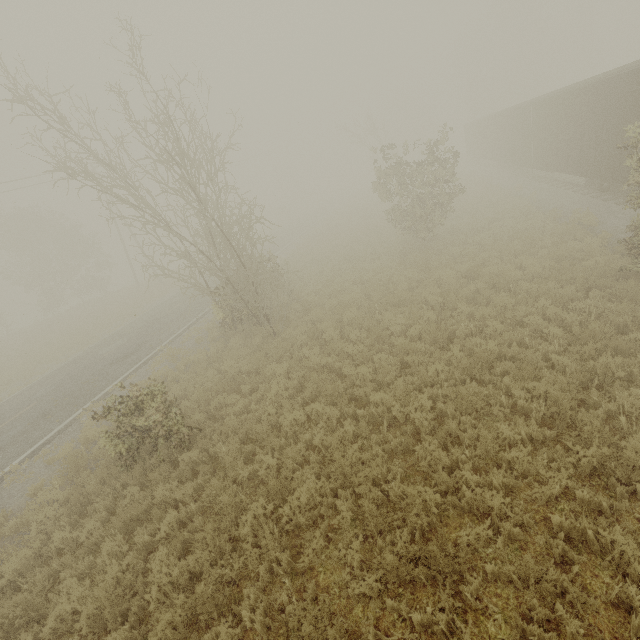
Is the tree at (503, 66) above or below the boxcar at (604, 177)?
above

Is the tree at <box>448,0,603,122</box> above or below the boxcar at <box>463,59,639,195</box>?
above

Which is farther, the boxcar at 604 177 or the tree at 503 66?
the tree at 503 66

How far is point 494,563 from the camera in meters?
4.5

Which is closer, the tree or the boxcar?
the boxcar
